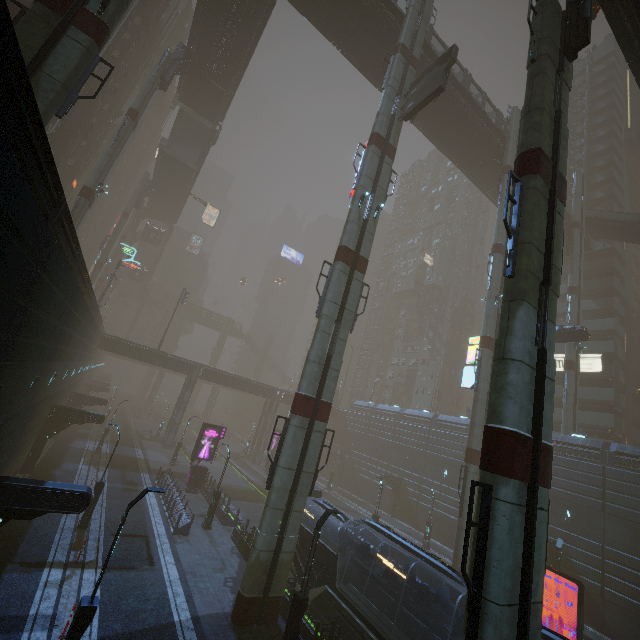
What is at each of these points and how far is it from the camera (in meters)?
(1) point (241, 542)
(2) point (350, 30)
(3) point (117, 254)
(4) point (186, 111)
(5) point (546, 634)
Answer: (1) building, 20.92
(2) bridge, 27.94
(3) sm, 58.62
(4) stairs, 41.62
(5) train, 9.68

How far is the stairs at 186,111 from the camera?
41.8m

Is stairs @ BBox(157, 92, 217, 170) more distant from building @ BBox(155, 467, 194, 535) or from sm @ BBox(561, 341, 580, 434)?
sm @ BBox(561, 341, 580, 434)

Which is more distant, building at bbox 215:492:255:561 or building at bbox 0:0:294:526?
building at bbox 215:492:255:561

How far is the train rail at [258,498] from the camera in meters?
A: 29.7 m

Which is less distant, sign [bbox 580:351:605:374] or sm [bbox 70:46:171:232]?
sm [bbox 70:46:171:232]

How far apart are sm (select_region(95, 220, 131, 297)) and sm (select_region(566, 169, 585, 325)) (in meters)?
68.61

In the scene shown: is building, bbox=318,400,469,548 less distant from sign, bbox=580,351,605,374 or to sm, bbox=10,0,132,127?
sign, bbox=580,351,605,374
